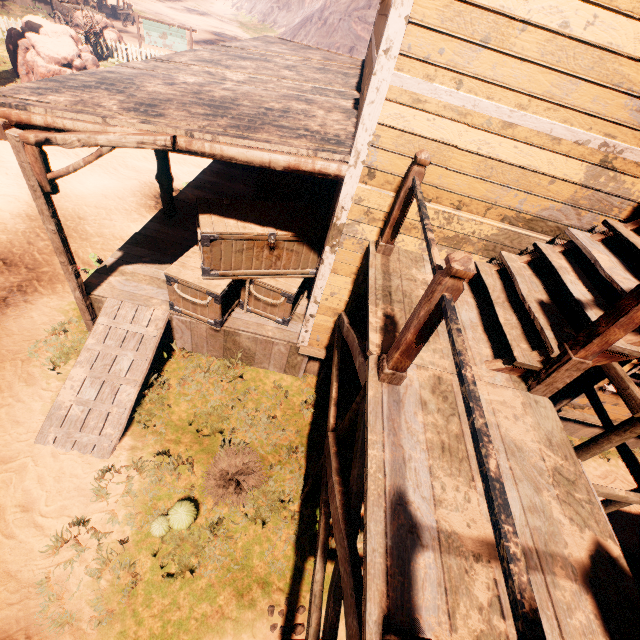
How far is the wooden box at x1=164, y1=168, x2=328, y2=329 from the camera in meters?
4.9

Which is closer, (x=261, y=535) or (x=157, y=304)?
(x=261, y=535)

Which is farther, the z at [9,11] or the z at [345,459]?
the z at [9,11]

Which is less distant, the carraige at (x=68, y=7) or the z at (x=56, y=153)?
the z at (x=56, y=153)

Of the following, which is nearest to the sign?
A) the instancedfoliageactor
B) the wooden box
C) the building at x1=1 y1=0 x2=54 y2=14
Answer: the instancedfoliageactor

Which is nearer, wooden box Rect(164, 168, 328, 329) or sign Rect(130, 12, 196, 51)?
wooden box Rect(164, 168, 328, 329)

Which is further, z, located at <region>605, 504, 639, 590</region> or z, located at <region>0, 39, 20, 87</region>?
z, located at <region>0, 39, 20, 87</region>

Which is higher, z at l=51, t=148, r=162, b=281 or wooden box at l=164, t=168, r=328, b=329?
wooden box at l=164, t=168, r=328, b=329
